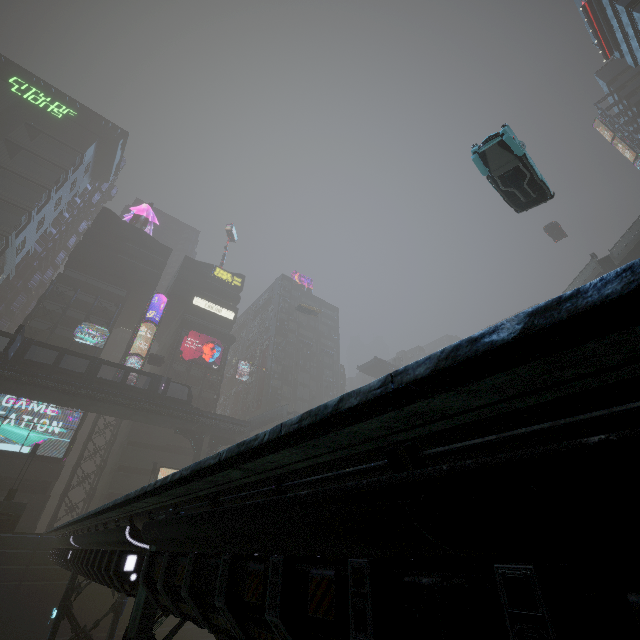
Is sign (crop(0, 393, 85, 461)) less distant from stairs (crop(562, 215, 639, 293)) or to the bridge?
the bridge

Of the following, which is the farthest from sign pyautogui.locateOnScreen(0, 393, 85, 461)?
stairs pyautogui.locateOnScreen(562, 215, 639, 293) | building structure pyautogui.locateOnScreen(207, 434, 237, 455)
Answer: stairs pyautogui.locateOnScreen(562, 215, 639, 293)

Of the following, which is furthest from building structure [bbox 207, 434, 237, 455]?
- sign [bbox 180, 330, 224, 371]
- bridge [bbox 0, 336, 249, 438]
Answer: sign [bbox 180, 330, 224, 371]

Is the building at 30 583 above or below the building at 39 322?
below

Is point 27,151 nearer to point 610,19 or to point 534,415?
point 534,415

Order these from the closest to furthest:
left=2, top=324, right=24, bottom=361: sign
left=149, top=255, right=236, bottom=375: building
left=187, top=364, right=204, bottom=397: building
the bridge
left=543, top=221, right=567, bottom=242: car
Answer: left=2, top=324, right=24, bottom=361: sign
the bridge
left=543, top=221, right=567, bottom=242: car
left=187, top=364, right=204, bottom=397: building
left=149, top=255, right=236, bottom=375: building

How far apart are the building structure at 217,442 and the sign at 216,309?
22.7 meters

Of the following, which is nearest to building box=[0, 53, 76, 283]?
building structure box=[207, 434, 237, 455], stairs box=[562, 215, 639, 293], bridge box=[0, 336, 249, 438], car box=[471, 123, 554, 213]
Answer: stairs box=[562, 215, 639, 293]
